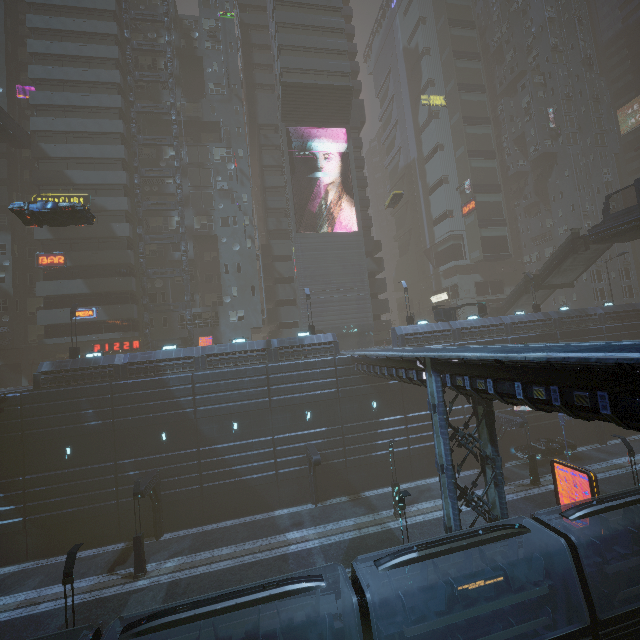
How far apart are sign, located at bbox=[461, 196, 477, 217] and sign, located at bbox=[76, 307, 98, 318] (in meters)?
54.32

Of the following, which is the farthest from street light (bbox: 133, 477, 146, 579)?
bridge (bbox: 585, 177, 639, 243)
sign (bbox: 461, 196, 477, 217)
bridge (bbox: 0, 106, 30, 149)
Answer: sign (bbox: 461, 196, 477, 217)

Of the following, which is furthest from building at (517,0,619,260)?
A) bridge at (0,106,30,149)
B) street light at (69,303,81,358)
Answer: street light at (69,303,81,358)

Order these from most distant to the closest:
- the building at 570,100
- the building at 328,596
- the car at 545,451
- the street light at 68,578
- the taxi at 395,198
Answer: the building at 570,100
the taxi at 395,198
the car at 545,451
the building at 328,596
the street light at 68,578

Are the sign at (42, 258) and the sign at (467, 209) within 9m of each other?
no

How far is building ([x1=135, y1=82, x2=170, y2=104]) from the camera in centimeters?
3973cm

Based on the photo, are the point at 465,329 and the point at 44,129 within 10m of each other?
no
